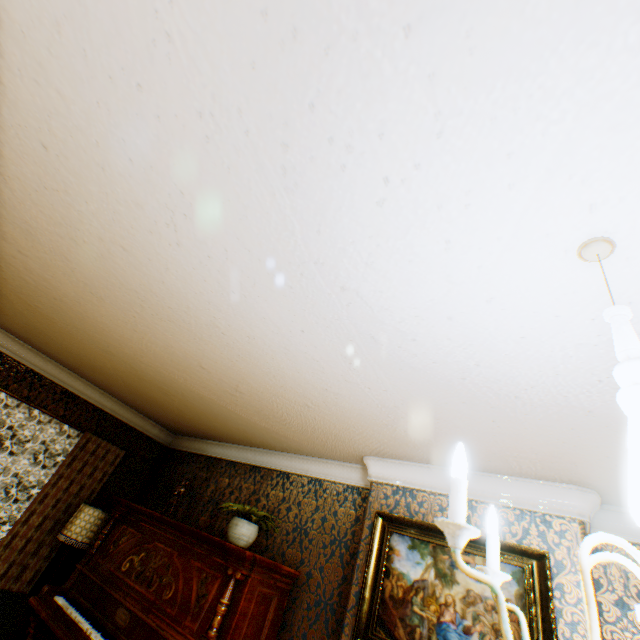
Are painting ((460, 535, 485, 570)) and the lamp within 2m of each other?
no

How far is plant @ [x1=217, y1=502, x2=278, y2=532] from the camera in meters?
3.4 m

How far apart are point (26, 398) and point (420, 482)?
5.3m

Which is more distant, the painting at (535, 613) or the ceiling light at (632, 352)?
the painting at (535, 613)

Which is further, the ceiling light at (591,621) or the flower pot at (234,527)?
the flower pot at (234,527)

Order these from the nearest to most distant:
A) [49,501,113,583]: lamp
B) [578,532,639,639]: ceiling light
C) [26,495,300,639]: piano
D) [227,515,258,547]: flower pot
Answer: [578,532,639,639]: ceiling light → [26,495,300,639]: piano → [227,515,258,547]: flower pot → [49,501,113,583]: lamp

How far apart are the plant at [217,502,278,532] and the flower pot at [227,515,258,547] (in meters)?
0.06

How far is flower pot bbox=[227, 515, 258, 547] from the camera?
3.4 meters
